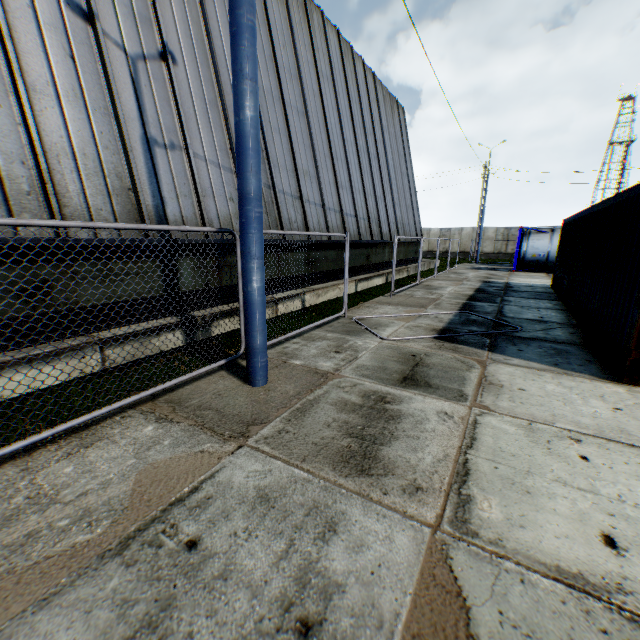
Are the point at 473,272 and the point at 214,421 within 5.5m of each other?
no

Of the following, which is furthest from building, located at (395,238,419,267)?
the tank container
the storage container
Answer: the storage container

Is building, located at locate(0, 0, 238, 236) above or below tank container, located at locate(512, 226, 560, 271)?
above

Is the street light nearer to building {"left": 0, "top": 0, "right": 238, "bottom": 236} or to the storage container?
building {"left": 0, "top": 0, "right": 238, "bottom": 236}

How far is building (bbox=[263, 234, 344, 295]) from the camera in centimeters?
950cm

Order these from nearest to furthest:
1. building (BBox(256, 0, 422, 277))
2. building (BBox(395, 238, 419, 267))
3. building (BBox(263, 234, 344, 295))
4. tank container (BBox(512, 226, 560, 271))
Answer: building (BBox(263, 234, 344, 295)) < building (BBox(256, 0, 422, 277)) < building (BBox(395, 238, 419, 267)) < tank container (BBox(512, 226, 560, 271))

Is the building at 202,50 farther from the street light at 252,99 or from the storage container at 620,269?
the storage container at 620,269

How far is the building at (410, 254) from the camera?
19.6 meters
